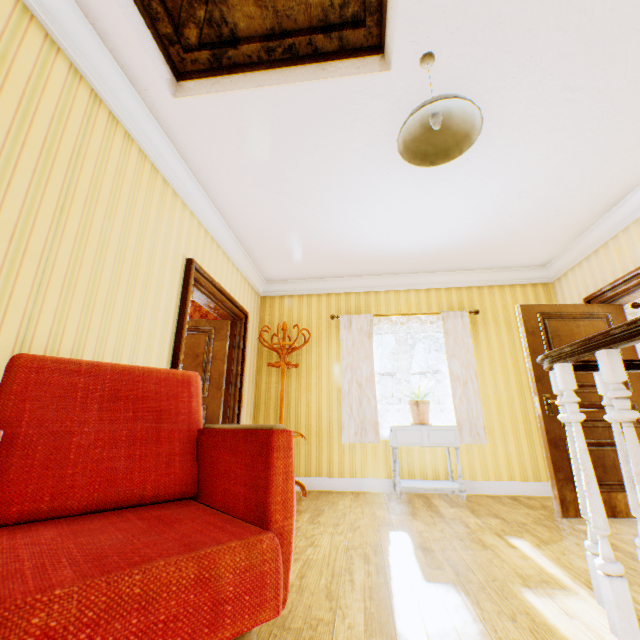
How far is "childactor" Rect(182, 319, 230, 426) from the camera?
4.08m

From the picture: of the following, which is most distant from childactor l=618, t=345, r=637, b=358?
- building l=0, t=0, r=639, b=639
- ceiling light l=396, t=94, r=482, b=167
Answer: ceiling light l=396, t=94, r=482, b=167

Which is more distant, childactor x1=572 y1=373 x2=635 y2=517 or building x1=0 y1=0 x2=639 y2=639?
childactor x1=572 y1=373 x2=635 y2=517

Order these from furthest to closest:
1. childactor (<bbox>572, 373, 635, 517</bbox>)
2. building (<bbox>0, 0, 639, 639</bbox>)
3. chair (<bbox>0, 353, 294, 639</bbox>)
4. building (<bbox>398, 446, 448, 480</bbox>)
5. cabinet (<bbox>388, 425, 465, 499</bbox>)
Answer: building (<bbox>398, 446, 448, 480</bbox>) → cabinet (<bbox>388, 425, 465, 499</bbox>) → childactor (<bbox>572, 373, 635, 517</bbox>) → building (<bbox>0, 0, 639, 639</bbox>) → chair (<bbox>0, 353, 294, 639</bbox>)

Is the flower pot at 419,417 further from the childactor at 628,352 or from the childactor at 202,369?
the childactor at 202,369

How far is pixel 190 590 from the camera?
0.8m

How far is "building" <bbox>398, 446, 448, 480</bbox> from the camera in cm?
436

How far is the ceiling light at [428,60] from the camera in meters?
2.1 m
